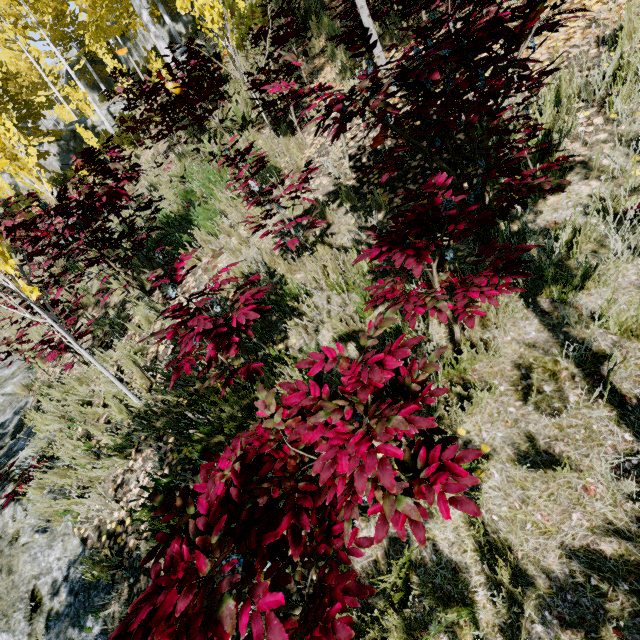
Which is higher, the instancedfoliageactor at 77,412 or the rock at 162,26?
the rock at 162,26

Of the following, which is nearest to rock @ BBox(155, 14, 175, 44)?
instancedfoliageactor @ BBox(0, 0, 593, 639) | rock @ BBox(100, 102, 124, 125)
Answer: instancedfoliageactor @ BBox(0, 0, 593, 639)

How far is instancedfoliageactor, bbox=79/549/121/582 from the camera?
2.6m

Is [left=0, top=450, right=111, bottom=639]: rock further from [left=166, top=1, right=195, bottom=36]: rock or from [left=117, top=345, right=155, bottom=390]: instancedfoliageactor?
[left=166, top=1, right=195, bottom=36]: rock

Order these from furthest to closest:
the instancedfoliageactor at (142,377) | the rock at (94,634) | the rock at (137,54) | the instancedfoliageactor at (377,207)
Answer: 1. the rock at (137,54)
2. the instancedfoliageactor at (142,377)
3. the instancedfoliageactor at (377,207)
4. the rock at (94,634)

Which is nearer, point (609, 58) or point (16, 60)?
point (609, 58)

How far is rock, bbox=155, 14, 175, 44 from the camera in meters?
19.5 m
